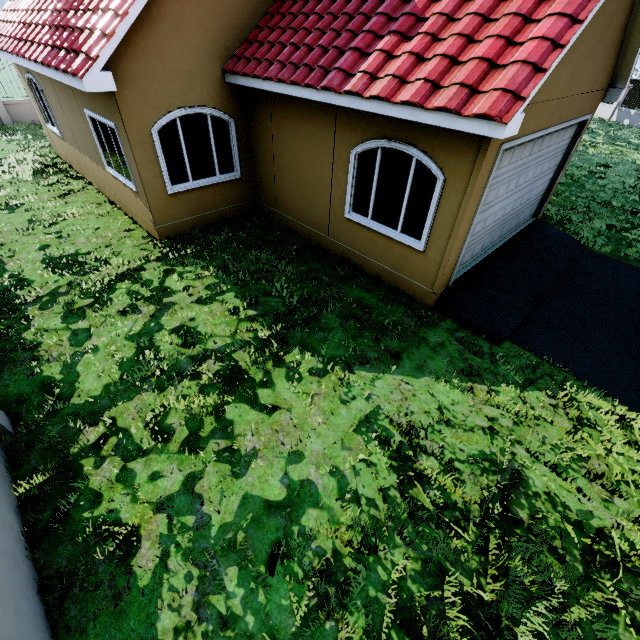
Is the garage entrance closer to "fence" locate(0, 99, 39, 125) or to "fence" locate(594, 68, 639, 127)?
"fence" locate(594, 68, 639, 127)

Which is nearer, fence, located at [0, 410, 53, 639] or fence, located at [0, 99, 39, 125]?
fence, located at [0, 410, 53, 639]

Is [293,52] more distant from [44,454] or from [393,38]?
[44,454]

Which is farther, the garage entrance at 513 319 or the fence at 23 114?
the fence at 23 114

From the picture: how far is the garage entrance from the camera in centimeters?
612cm

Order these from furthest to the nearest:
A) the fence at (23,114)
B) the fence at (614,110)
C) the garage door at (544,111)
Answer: the fence at (614,110), the fence at (23,114), the garage door at (544,111)

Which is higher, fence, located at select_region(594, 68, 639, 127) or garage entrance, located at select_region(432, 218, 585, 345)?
fence, located at select_region(594, 68, 639, 127)

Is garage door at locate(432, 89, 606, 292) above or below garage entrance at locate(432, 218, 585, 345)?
above
